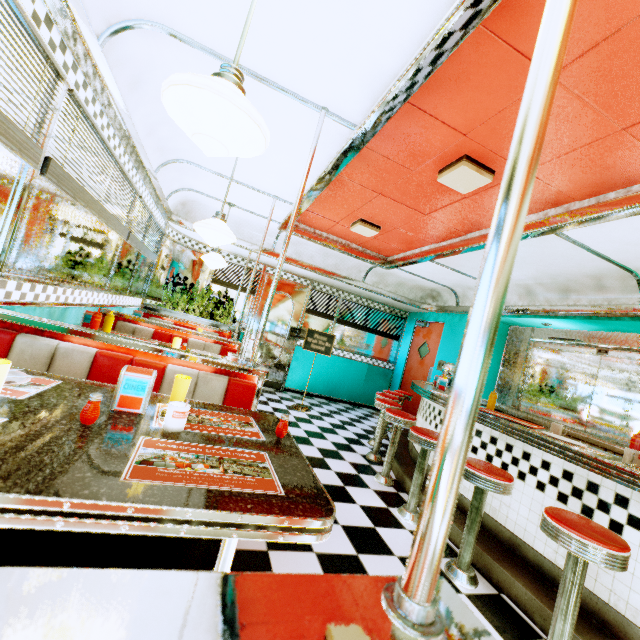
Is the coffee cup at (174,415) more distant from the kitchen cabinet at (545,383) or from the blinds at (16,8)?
the kitchen cabinet at (545,383)

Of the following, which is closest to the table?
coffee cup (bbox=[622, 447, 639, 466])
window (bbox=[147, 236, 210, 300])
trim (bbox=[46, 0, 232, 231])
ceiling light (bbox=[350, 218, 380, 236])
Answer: trim (bbox=[46, 0, 232, 231])

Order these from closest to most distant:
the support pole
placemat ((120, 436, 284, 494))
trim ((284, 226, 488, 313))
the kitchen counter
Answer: the support pole < placemat ((120, 436, 284, 494)) < the kitchen counter < trim ((284, 226, 488, 313))

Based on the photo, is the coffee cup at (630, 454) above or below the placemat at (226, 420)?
above

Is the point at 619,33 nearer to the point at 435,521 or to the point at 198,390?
the point at 435,521

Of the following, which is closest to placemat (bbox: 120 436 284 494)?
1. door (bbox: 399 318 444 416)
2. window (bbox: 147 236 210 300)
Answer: window (bbox: 147 236 210 300)

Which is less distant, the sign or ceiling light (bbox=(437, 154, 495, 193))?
ceiling light (bbox=(437, 154, 495, 193))

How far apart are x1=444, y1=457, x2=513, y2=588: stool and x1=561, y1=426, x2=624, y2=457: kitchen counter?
2.2m
